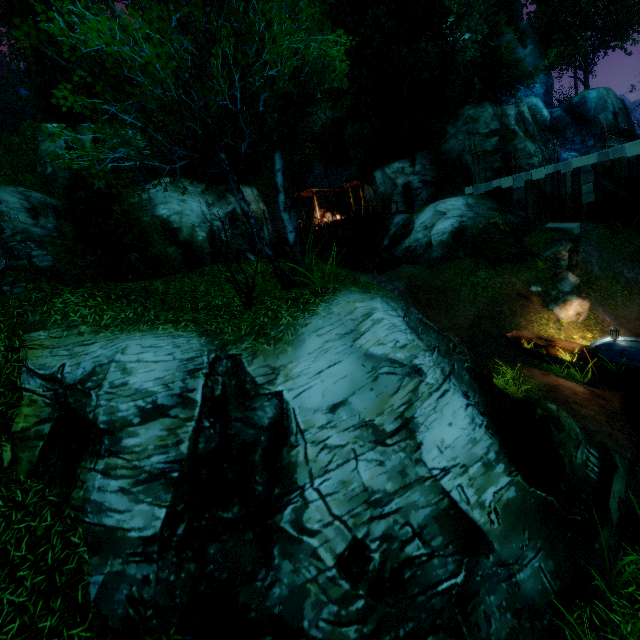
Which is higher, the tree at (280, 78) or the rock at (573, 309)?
the tree at (280, 78)

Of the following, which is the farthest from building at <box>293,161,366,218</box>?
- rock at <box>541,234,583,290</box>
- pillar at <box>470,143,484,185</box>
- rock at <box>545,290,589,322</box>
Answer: rock at <box>545,290,589,322</box>

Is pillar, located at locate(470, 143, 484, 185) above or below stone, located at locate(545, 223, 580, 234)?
above

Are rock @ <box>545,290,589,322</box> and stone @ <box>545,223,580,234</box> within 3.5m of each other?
no

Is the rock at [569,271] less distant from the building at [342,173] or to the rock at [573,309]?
the rock at [573,309]

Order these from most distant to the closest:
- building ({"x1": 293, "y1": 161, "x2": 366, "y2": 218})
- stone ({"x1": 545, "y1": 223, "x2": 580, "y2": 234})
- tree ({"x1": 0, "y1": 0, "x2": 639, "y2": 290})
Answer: building ({"x1": 293, "y1": 161, "x2": 366, "y2": 218}) → stone ({"x1": 545, "y1": 223, "x2": 580, "y2": 234}) → tree ({"x1": 0, "y1": 0, "x2": 639, "y2": 290})

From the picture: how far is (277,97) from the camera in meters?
6.0

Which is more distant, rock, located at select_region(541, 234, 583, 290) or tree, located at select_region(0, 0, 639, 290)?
rock, located at select_region(541, 234, 583, 290)
